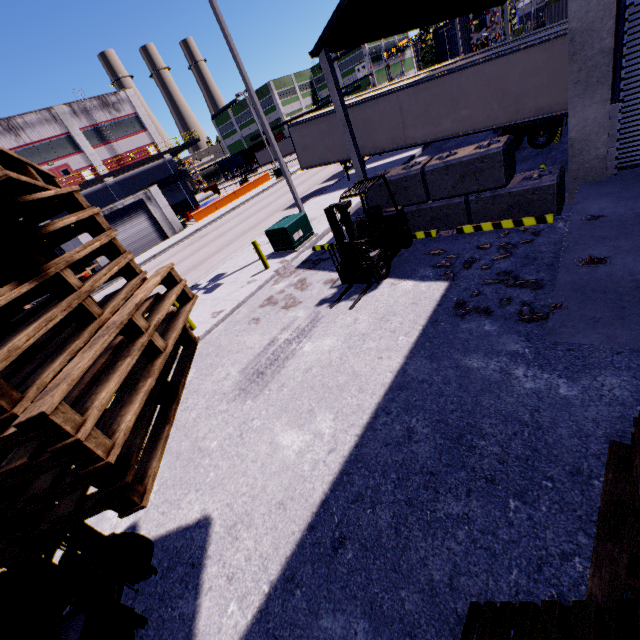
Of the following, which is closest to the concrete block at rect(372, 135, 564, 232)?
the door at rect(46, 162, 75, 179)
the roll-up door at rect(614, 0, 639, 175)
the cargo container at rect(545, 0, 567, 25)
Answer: the roll-up door at rect(614, 0, 639, 175)

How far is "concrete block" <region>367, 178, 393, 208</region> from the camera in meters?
9.6

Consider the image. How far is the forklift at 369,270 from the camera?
7.8m

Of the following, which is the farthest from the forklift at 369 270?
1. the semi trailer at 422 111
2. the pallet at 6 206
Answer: the semi trailer at 422 111

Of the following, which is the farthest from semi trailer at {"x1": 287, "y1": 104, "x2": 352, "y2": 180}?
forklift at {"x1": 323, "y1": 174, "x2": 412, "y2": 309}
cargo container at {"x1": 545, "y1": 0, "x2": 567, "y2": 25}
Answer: forklift at {"x1": 323, "y1": 174, "x2": 412, "y2": 309}

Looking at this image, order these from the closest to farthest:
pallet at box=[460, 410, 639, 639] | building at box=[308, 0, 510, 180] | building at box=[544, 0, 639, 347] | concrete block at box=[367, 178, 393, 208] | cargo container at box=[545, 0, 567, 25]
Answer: pallet at box=[460, 410, 639, 639]
building at box=[544, 0, 639, 347]
building at box=[308, 0, 510, 180]
concrete block at box=[367, 178, 393, 208]
cargo container at box=[545, 0, 567, 25]

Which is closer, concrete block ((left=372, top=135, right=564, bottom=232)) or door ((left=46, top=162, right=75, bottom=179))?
concrete block ((left=372, top=135, right=564, bottom=232))

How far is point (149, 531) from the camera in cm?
488
